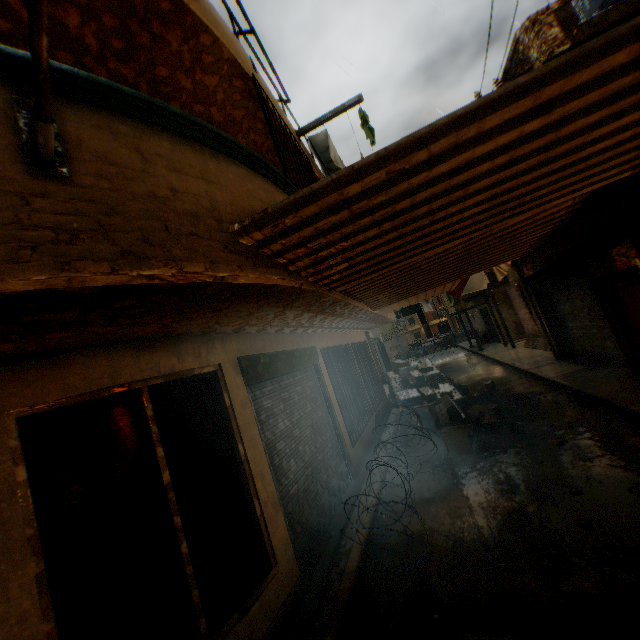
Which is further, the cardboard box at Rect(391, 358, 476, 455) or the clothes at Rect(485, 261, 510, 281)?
the clothes at Rect(485, 261, 510, 281)

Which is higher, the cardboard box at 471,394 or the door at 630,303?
the door at 630,303

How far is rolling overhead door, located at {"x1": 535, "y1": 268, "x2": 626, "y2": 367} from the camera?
8.8 meters

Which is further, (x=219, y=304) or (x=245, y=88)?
(x=245, y=88)

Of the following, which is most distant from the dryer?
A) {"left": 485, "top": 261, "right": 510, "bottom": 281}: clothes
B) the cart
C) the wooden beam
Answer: the cart

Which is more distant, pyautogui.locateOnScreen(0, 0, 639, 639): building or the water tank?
the water tank

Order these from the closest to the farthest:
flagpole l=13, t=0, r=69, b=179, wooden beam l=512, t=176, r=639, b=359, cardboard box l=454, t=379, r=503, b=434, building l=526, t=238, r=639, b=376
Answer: flagpole l=13, t=0, r=69, b=179, wooden beam l=512, t=176, r=639, b=359, building l=526, t=238, r=639, b=376, cardboard box l=454, t=379, r=503, b=434

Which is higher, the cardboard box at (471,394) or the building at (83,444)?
the building at (83,444)
